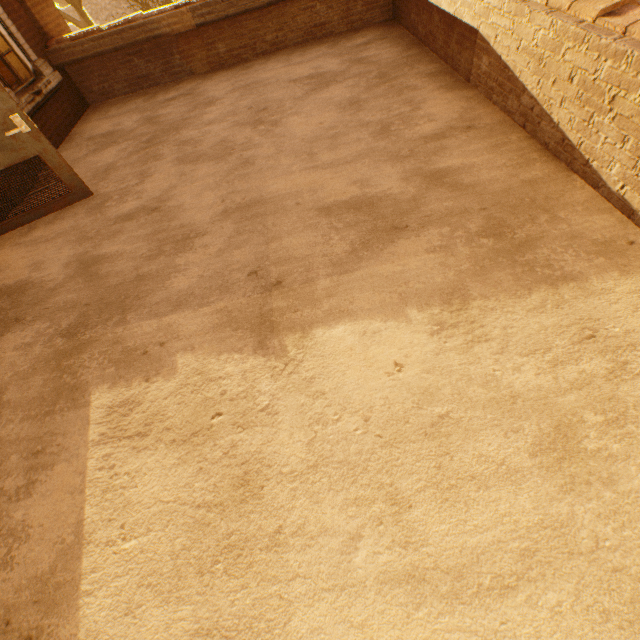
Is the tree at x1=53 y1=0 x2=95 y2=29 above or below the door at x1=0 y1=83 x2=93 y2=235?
below

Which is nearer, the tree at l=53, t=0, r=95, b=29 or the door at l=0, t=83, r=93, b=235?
the door at l=0, t=83, r=93, b=235

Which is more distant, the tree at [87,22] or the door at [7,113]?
the tree at [87,22]

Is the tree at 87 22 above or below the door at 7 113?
below

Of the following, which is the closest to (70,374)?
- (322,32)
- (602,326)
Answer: (602,326)
